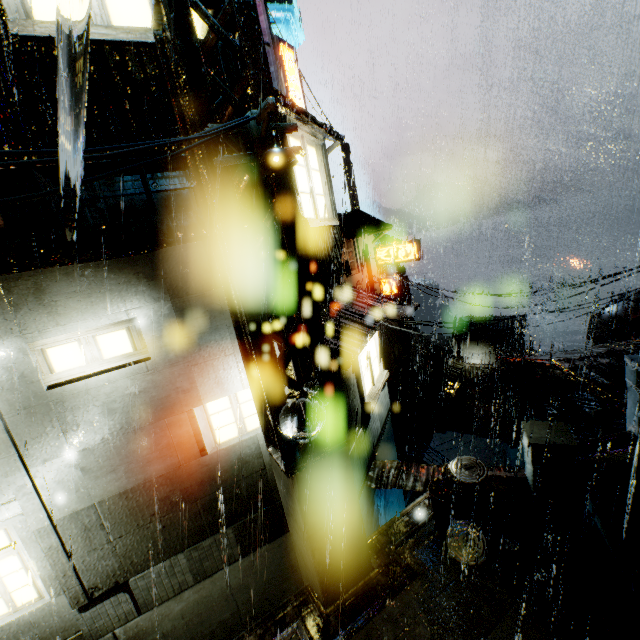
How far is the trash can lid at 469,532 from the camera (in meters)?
6.30

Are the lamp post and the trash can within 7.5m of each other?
yes

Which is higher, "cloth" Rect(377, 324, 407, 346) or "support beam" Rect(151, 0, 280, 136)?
"support beam" Rect(151, 0, 280, 136)

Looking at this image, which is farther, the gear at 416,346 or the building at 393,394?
the gear at 416,346

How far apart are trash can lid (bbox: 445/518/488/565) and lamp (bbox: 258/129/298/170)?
7.4m

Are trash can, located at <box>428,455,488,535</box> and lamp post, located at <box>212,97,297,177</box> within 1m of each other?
no

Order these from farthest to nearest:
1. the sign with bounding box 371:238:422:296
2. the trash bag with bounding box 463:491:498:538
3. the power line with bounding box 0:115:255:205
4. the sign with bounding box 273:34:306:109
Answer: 1. the sign with bounding box 371:238:422:296
2. the sign with bounding box 273:34:306:109
3. the trash bag with bounding box 463:491:498:538
4. the power line with bounding box 0:115:255:205

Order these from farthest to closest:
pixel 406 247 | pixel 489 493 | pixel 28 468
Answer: pixel 406 247, pixel 489 493, pixel 28 468
